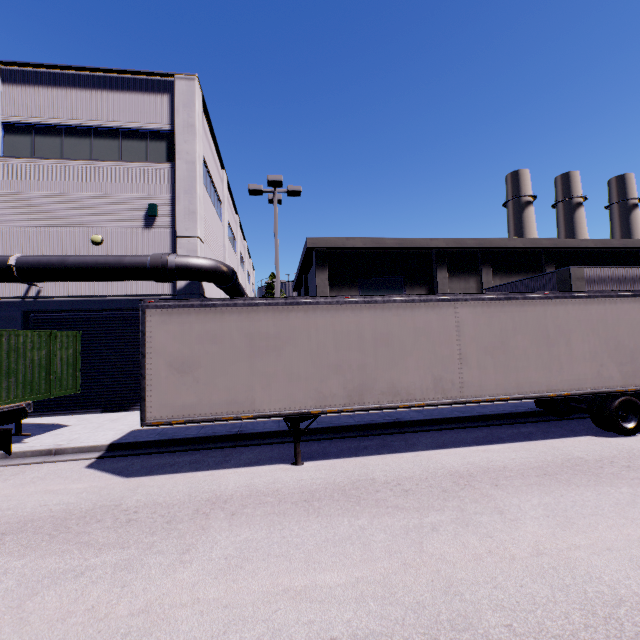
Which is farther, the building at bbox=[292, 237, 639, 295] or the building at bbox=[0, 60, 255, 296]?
the building at bbox=[292, 237, 639, 295]

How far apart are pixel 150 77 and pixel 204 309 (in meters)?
13.75

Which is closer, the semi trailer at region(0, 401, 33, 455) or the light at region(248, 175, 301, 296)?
the semi trailer at region(0, 401, 33, 455)

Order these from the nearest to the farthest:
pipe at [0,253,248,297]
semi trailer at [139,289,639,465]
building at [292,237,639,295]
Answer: semi trailer at [139,289,639,465]
pipe at [0,253,248,297]
building at [292,237,639,295]

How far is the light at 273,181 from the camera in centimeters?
1402cm

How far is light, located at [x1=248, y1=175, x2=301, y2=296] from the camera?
14.02m

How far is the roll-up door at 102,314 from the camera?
13.3 meters

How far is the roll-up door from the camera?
13.3 meters
